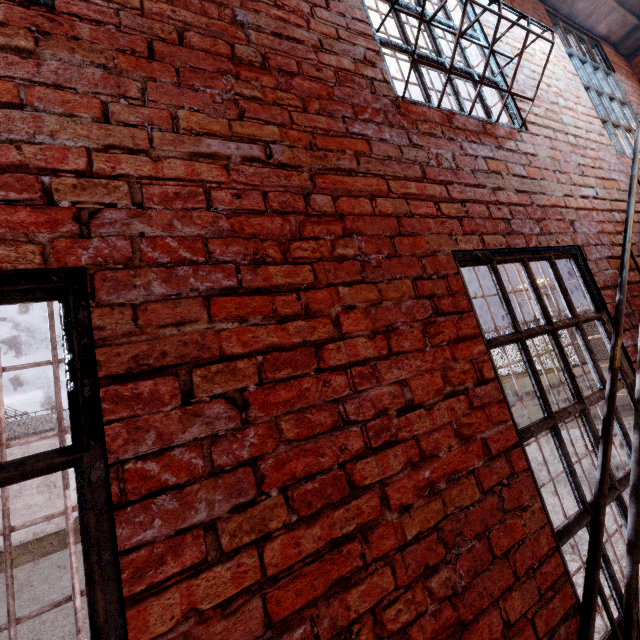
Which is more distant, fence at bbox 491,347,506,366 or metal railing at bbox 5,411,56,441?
fence at bbox 491,347,506,366

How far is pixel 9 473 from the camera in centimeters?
78cm

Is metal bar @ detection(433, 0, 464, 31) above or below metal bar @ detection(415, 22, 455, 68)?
above

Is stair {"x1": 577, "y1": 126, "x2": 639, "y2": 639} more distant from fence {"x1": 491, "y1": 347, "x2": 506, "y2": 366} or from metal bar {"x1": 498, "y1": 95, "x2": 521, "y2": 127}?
fence {"x1": 491, "y1": 347, "x2": 506, "y2": 366}

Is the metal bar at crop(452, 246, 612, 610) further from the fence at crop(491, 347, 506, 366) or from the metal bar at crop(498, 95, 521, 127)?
the fence at crop(491, 347, 506, 366)

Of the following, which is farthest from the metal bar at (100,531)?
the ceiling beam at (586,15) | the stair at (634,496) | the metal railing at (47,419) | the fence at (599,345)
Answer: the fence at (599,345)

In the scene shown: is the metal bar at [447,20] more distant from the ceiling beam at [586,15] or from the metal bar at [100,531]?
the metal bar at [100,531]

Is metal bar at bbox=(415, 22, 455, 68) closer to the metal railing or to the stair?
the stair
